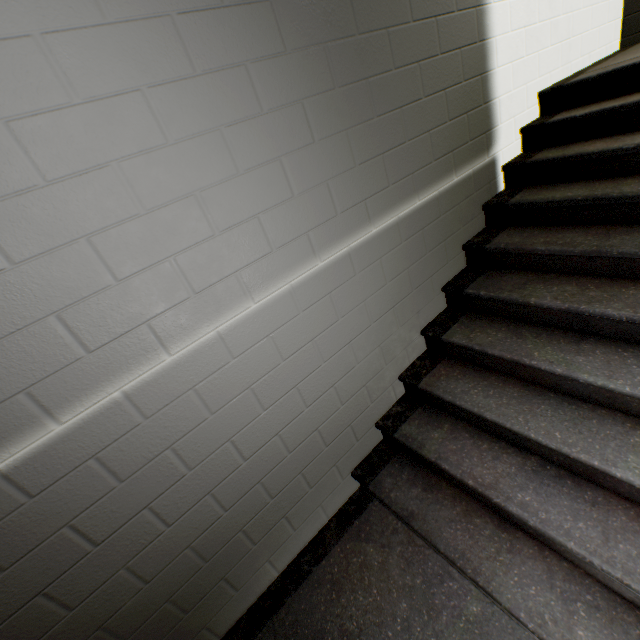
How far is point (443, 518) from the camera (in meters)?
1.67
